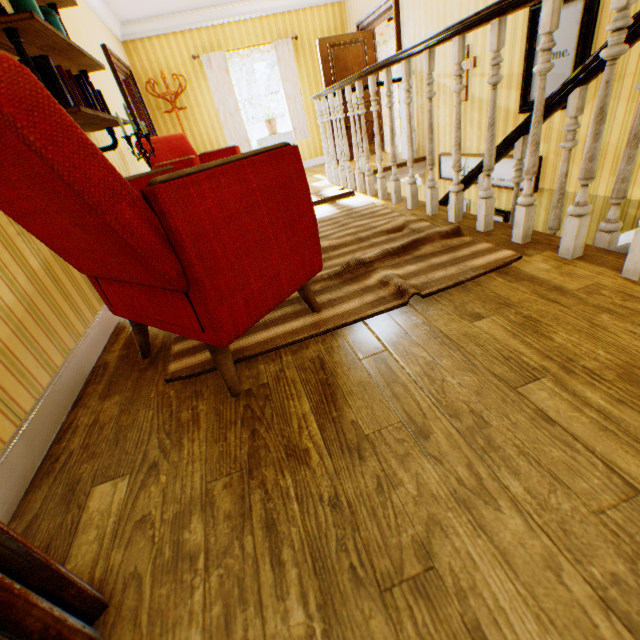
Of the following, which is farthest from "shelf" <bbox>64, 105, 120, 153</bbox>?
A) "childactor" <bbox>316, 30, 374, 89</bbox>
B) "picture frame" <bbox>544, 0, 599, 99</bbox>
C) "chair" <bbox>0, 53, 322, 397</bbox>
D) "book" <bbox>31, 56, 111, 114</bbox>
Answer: "childactor" <bbox>316, 30, 374, 89</bbox>

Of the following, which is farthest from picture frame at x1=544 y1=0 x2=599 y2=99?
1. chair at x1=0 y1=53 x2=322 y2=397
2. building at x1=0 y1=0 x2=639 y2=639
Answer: chair at x1=0 y1=53 x2=322 y2=397

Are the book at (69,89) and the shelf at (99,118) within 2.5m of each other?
yes

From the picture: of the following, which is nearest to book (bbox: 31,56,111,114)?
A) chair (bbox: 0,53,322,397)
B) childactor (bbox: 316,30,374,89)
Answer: chair (bbox: 0,53,322,397)

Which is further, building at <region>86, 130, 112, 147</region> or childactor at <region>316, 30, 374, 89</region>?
childactor at <region>316, 30, 374, 89</region>

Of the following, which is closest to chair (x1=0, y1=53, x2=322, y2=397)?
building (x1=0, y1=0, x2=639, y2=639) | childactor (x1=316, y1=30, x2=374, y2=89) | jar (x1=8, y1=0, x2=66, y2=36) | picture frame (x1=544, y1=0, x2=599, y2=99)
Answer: building (x1=0, y1=0, x2=639, y2=639)

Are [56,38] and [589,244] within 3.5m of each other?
no

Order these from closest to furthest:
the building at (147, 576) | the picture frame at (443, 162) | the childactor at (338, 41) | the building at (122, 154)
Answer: the building at (147, 576)
the building at (122, 154)
the picture frame at (443, 162)
the childactor at (338, 41)
